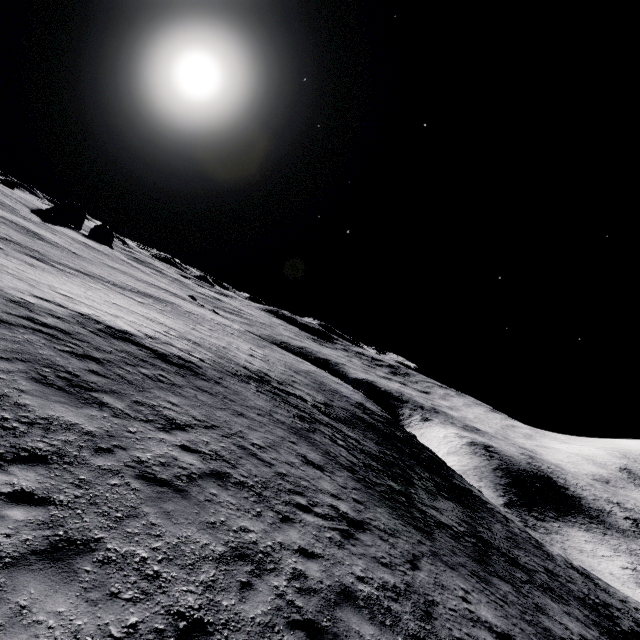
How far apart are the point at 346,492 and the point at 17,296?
15.7 meters
